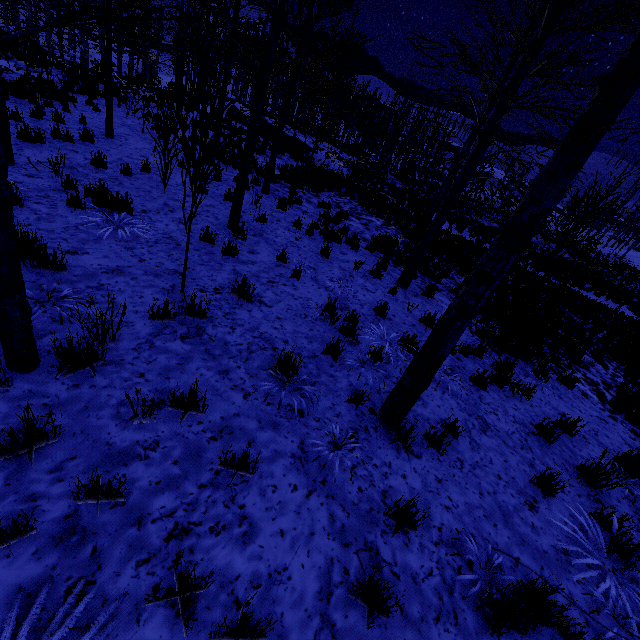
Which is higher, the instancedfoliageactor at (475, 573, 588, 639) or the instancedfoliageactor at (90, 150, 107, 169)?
the instancedfoliageactor at (475, 573, 588, 639)

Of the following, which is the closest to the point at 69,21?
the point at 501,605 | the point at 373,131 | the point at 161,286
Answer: the point at 161,286

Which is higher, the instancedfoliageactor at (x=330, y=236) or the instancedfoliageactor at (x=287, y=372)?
the instancedfoliageactor at (x=287, y=372)

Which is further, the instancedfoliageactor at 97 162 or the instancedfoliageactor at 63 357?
the instancedfoliageactor at 97 162

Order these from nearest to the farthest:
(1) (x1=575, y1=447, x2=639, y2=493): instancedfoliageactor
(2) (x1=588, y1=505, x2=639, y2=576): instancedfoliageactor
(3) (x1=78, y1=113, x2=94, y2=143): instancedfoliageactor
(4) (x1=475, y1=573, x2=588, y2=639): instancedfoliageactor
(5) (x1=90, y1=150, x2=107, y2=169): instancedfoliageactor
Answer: (4) (x1=475, y1=573, x2=588, y2=639): instancedfoliageactor < (2) (x1=588, y1=505, x2=639, y2=576): instancedfoliageactor < (1) (x1=575, y1=447, x2=639, y2=493): instancedfoliageactor < (5) (x1=90, y1=150, x2=107, y2=169): instancedfoliageactor < (3) (x1=78, y1=113, x2=94, y2=143): instancedfoliageactor

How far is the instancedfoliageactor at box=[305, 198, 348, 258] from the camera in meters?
8.0 m
